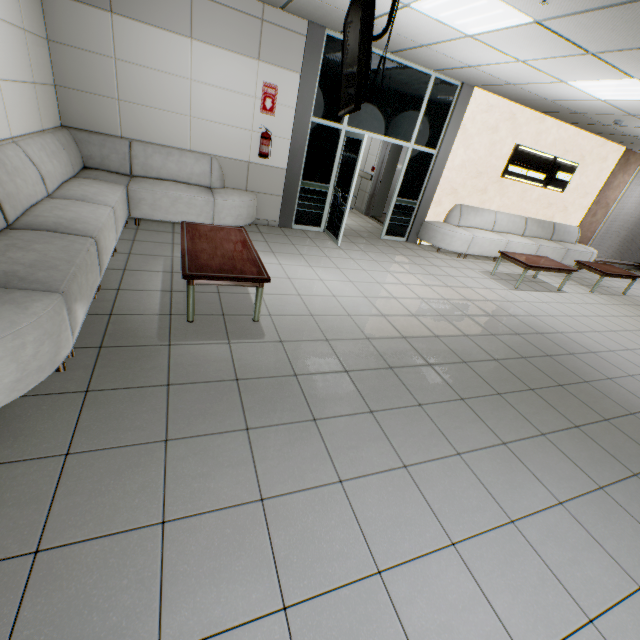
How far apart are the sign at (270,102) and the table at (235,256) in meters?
2.6 m

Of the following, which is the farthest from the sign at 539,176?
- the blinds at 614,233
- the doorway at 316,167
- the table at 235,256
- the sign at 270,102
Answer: the table at 235,256

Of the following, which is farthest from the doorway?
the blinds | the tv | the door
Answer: the blinds

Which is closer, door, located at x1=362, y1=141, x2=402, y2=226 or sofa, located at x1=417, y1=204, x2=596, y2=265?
sofa, located at x1=417, y1=204, x2=596, y2=265

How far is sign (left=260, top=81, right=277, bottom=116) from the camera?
5.4 meters

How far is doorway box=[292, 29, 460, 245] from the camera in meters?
5.8

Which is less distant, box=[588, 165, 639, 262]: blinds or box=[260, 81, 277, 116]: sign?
box=[260, 81, 277, 116]: sign

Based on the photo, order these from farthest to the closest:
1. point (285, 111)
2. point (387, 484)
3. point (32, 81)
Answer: point (285, 111) < point (32, 81) < point (387, 484)
